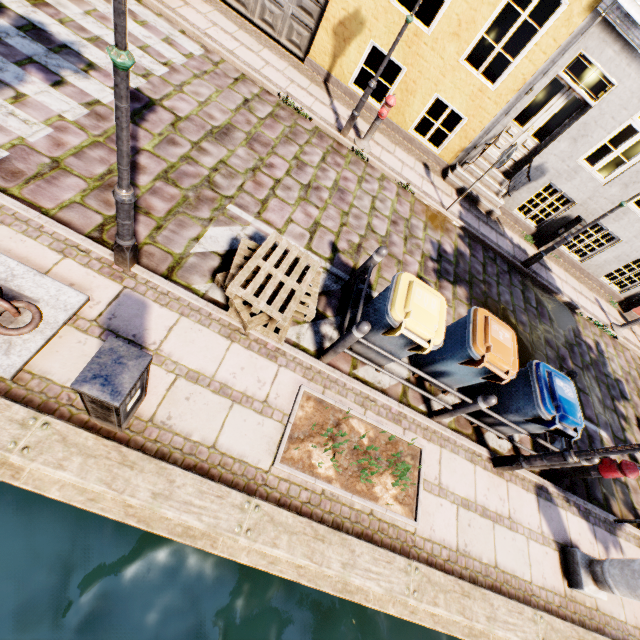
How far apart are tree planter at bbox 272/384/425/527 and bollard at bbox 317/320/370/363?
0.50m

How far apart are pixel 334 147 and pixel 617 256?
9.45m

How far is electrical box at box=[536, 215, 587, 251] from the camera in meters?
9.0 m

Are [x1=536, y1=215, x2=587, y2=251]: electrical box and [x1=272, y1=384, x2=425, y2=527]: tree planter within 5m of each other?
no

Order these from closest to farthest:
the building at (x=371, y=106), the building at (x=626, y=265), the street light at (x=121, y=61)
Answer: the street light at (x=121, y=61) < the building at (x=371, y=106) < the building at (x=626, y=265)

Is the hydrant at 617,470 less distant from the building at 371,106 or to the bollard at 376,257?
the bollard at 376,257

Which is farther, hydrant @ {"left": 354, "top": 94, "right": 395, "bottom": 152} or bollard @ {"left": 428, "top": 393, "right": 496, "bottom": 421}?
hydrant @ {"left": 354, "top": 94, "right": 395, "bottom": 152}

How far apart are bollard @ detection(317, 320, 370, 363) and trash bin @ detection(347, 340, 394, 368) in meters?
0.2
